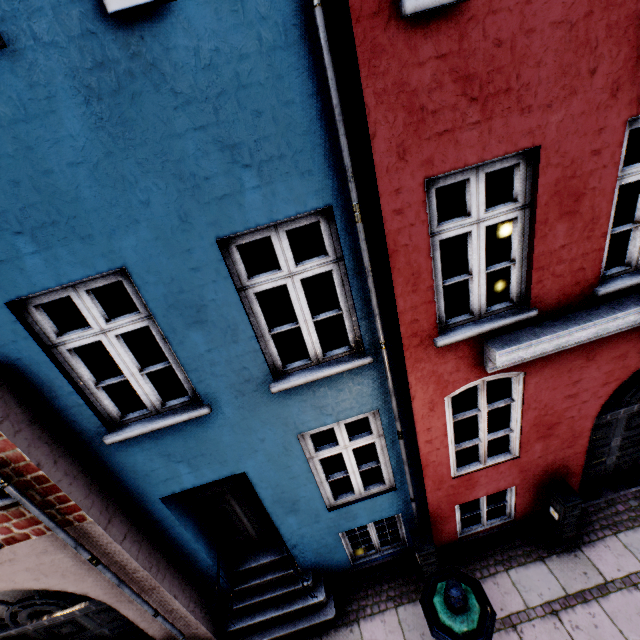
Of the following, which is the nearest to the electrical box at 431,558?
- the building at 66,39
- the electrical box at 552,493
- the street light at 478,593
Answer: the building at 66,39

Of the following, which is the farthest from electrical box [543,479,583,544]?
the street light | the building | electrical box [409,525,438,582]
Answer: the street light

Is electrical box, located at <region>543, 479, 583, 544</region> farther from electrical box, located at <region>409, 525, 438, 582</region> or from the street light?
the street light

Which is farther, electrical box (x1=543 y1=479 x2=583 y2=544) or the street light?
electrical box (x1=543 y1=479 x2=583 y2=544)

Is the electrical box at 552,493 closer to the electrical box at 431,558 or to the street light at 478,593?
the electrical box at 431,558

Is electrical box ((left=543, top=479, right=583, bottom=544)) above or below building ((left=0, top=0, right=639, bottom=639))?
below

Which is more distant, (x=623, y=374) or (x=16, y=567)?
(x=623, y=374)

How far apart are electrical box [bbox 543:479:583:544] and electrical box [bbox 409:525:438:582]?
2.1m
